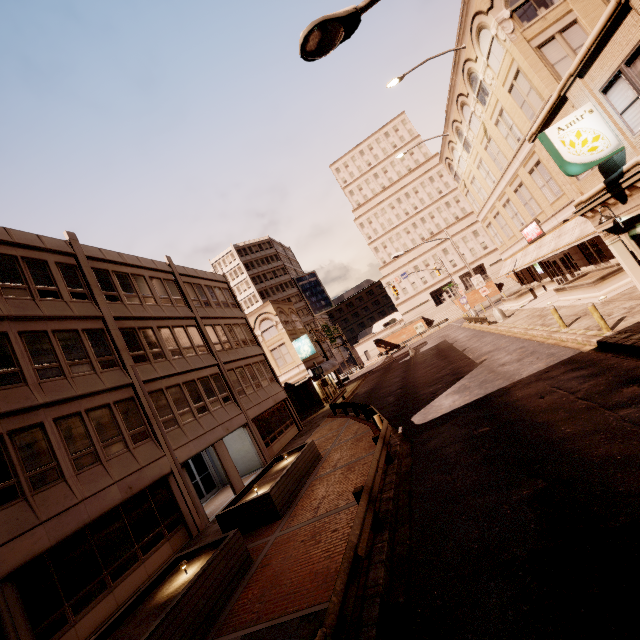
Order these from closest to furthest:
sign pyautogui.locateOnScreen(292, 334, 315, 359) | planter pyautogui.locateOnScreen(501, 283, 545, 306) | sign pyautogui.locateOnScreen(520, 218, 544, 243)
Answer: sign pyautogui.locateOnScreen(520, 218, 544, 243), planter pyautogui.locateOnScreen(501, 283, 545, 306), sign pyautogui.locateOnScreen(292, 334, 315, 359)

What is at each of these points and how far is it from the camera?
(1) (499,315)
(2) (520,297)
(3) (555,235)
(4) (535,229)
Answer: (1) street light, 27.03m
(2) planter, 30.48m
(3) awning, 22.44m
(4) sign, 25.42m

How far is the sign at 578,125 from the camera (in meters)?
10.02

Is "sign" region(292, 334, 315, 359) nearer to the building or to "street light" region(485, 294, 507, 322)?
the building

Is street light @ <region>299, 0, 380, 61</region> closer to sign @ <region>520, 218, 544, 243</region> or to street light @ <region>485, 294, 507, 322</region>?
sign @ <region>520, 218, 544, 243</region>

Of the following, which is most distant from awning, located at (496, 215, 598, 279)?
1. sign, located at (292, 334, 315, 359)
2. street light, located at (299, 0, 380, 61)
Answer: sign, located at (292, 334, 315, 359)

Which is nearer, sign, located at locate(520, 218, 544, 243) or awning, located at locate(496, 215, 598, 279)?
awning, located at locate(496, 215, 598, 279)

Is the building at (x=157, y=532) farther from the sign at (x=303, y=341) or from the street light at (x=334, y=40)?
the street light at (x=334, y=40)
